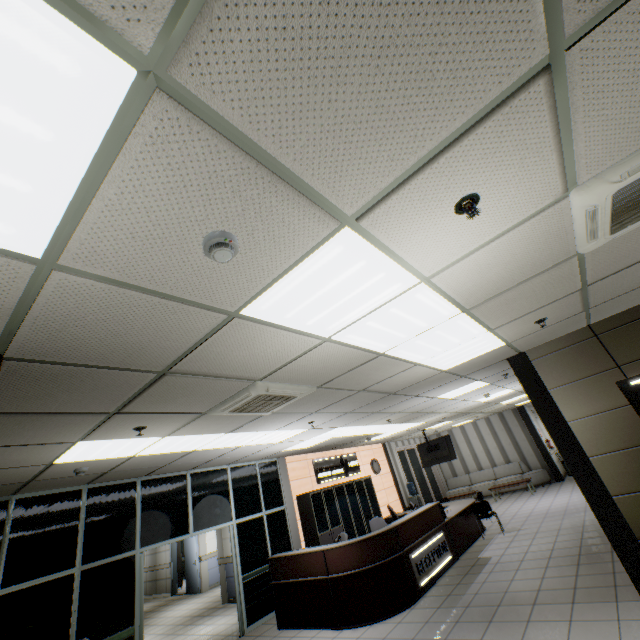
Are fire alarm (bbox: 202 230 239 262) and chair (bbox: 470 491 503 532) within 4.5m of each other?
no

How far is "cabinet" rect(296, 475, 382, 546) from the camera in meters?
8.7 m

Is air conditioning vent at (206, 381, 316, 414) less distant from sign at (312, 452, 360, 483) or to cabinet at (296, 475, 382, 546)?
cabinet at (296, 475, 382, 546)

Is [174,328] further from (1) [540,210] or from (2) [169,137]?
(1) [540,210]

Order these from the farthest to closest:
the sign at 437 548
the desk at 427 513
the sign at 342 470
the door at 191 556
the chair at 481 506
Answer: the door at 191 556 → the sign at 342 470 → the chair at 481 506 → the sign at 437 548 → the desk at 427 513

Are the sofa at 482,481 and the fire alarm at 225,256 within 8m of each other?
no

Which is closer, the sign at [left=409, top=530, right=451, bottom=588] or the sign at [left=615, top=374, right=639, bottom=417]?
the sign at [left=615, top=374, right=639, bottom=417]

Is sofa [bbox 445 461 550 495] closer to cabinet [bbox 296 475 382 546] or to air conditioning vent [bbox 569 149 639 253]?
cabinet [bbox 296 475 382 546]
